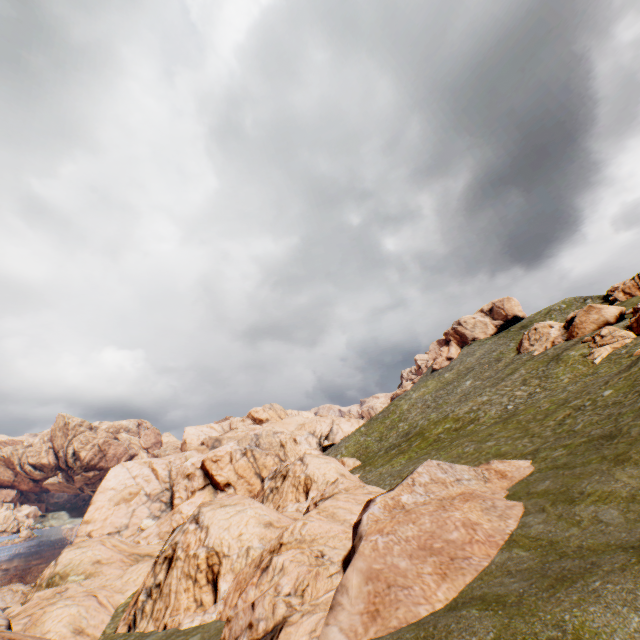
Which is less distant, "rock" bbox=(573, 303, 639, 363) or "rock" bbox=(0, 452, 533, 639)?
"rock" bbox=(0, 452, 533, 639)

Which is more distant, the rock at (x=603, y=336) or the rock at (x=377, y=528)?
the rock at (x=603, y=336)

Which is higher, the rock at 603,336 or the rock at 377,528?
the rock at 603,336

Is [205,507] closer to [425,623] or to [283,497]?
[283,497]

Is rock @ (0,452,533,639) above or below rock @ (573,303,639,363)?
below
